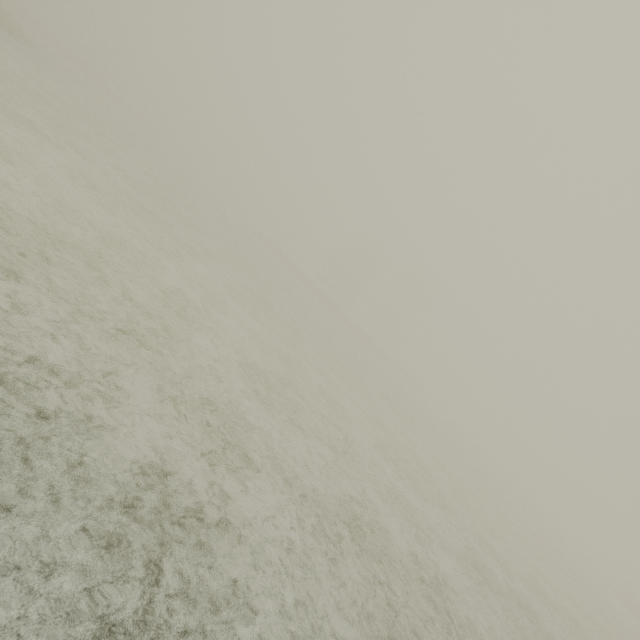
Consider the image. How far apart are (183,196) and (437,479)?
24.6 meters
